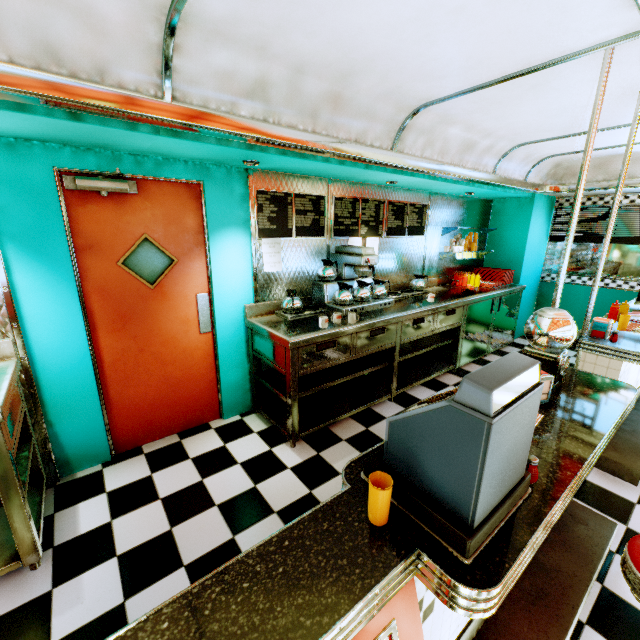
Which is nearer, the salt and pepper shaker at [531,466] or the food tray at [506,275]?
the salt and pepper shaker at [531,466]

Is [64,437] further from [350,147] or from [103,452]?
[350,147]

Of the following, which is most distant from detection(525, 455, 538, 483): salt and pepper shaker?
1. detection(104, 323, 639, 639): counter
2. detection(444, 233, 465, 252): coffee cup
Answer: detection(444, 233, 465, 252): coffee cup

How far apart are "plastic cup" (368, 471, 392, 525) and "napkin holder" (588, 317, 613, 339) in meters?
3.0

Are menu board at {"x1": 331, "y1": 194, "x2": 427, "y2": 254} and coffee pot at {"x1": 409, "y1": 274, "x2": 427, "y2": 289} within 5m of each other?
yes

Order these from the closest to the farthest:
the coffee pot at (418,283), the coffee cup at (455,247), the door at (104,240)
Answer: the door at (104,240), the coffee pot at (418,283), the coffee cup at (455,247)

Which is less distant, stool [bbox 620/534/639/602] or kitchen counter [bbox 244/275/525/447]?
stool [bbox 620/534/639/602]

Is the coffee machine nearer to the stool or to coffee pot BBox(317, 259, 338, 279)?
coffee pot BBox(317, 259, 338, 279)
